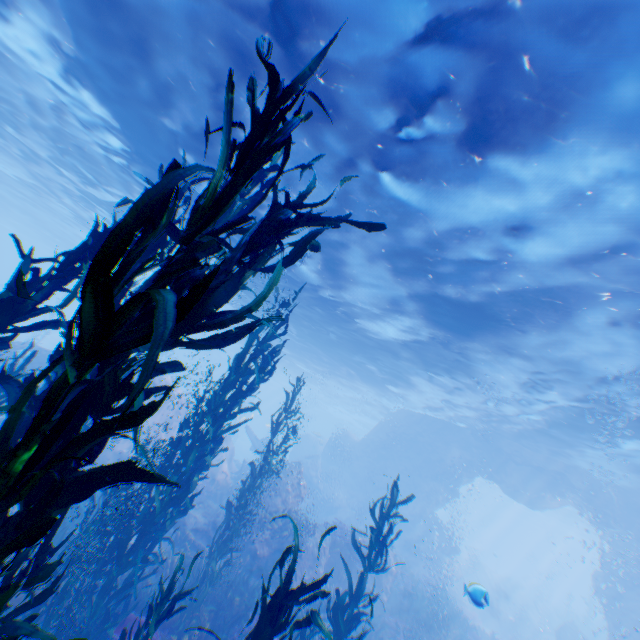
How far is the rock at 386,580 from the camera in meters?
14.5

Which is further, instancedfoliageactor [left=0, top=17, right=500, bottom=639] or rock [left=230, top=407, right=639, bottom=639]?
rock [left=230, top=407, right=639, bottom=639]

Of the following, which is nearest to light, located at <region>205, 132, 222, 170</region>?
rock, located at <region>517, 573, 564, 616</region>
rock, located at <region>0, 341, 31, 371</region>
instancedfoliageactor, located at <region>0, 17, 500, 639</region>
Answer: rock, located at <region>0, 341, 31, 371</region>

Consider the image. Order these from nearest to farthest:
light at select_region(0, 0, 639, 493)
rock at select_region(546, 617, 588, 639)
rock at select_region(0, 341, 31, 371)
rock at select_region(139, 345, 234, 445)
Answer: light at select_region(0, 0, 639, 493)
rock at select_region(0, 341, 31, 371)
rock at select_region(139, 345, 234, 445)
rock at select_region(546, 617, 588, 639)

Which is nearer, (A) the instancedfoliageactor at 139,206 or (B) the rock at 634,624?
(A) the instancedfoliageactor at 139,206

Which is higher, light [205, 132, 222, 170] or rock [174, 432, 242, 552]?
light [205, 132, 222, 170]

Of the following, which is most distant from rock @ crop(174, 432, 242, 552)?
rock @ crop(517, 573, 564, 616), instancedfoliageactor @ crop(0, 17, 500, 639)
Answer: rock @ crop(517, 573, 564, 616)

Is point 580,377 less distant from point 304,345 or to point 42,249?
point 304,345
